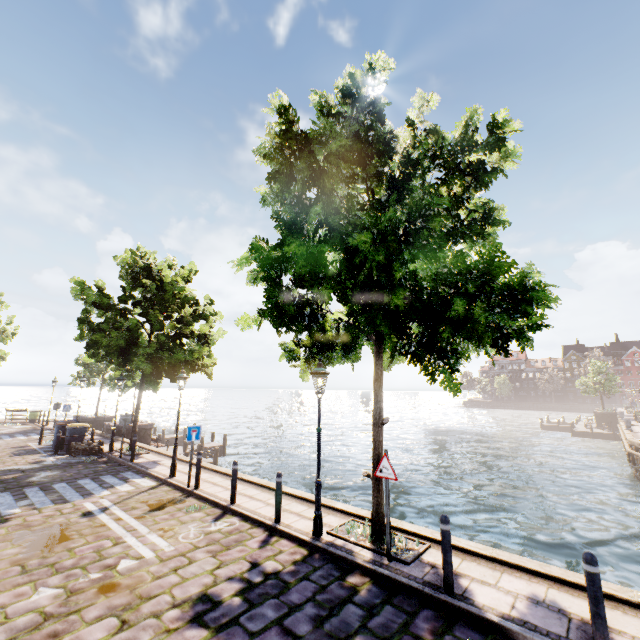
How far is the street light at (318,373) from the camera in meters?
7.1

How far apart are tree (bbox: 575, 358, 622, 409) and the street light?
52.8m

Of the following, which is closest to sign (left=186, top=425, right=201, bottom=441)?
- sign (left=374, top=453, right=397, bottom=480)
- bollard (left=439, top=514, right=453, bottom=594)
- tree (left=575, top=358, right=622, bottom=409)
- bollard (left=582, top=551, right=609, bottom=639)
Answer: sign (left=374, top=453, right=397, bottom=480)

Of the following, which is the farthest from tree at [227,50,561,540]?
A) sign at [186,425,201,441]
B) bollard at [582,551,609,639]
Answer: sign at [186,425,201,441]

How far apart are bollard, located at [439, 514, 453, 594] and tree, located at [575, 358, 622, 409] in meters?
53.3

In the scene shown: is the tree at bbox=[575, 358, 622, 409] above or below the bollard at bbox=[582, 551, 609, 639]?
above

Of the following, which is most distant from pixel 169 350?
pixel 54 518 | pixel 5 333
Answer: pixel 5 333

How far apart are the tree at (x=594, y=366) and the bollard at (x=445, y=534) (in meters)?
53.33
